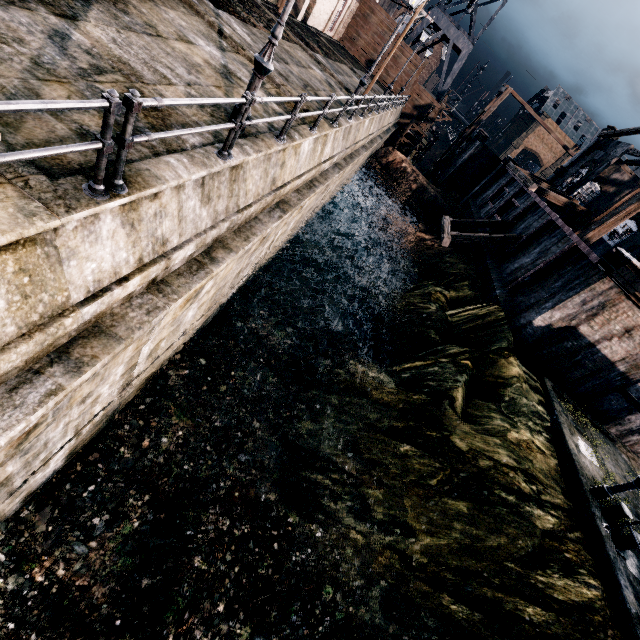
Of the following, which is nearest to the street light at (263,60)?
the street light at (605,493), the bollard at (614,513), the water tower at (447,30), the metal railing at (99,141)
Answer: the metal railing at (99,141)

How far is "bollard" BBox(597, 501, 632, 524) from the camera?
11.1m

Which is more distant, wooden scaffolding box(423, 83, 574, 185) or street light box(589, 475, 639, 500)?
wooden scaffolding box(423, 83, 574, 185)

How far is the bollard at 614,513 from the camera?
11.1 meters

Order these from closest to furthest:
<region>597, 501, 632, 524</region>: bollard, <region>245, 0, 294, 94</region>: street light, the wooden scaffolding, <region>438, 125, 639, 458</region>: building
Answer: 1. <region>245, 0, 294, 94</region>: street light
2. <region>597, 501, 632, 524</region>: bollard
3. <region>438, 125, 639, 458</region>: building
4. the wooden scaffolding

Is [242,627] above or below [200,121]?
below

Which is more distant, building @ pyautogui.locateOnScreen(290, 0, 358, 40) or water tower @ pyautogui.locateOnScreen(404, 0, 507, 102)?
water tower @ pyautogui.locateOnScreen(404, 0, 507, 102)

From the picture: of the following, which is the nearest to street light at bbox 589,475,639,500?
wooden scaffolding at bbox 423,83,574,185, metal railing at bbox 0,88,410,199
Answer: metal railing at bbox 0,88,410,199
